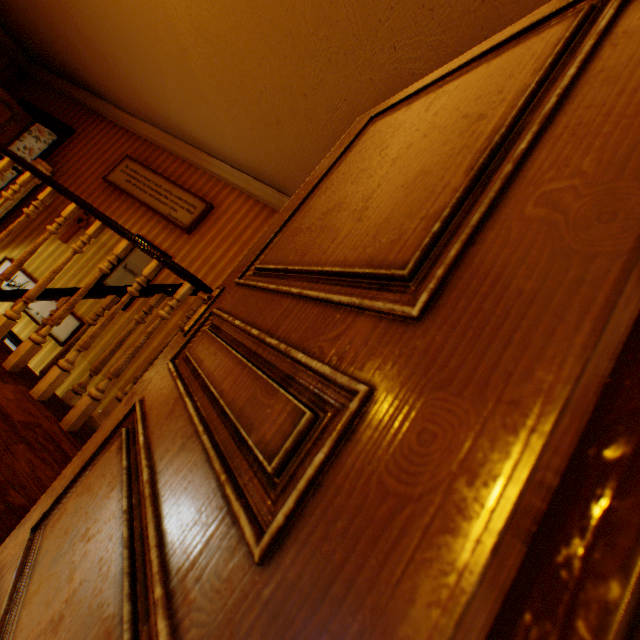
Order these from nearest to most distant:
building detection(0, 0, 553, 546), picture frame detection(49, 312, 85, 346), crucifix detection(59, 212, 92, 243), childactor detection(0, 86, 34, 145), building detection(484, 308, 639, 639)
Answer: building detection(484, 308, 639, 639) → building detection(0, 0, 553, 546) → picture frame detection(49, 312, 85, 346) → crucifix detection(59, 212, 92, 243) → childactor detection(0, 86, 34, 145)

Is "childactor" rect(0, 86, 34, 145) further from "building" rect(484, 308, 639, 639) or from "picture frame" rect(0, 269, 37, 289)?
"picture frame" rect(0, 269, 37, 289)

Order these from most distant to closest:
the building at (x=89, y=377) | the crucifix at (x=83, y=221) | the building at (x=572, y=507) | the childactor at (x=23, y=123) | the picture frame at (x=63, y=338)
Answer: the childactor at (x=23, y=123), the crucifix at (x=83, y=221), the picture frame at (x=63, y=338), the building at (x=89, y=377), the building at (x=572, y=507)

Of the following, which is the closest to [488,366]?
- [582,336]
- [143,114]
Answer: [582,336]

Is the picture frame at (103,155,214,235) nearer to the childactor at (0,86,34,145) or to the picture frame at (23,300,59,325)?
the picture frame at (23,300,59,325)

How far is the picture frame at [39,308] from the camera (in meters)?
4.59

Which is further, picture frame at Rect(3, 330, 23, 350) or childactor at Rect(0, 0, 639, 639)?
picture frame at Rect(3, 330, 23, 350)

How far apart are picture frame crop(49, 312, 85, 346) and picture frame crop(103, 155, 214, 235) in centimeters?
186cm
